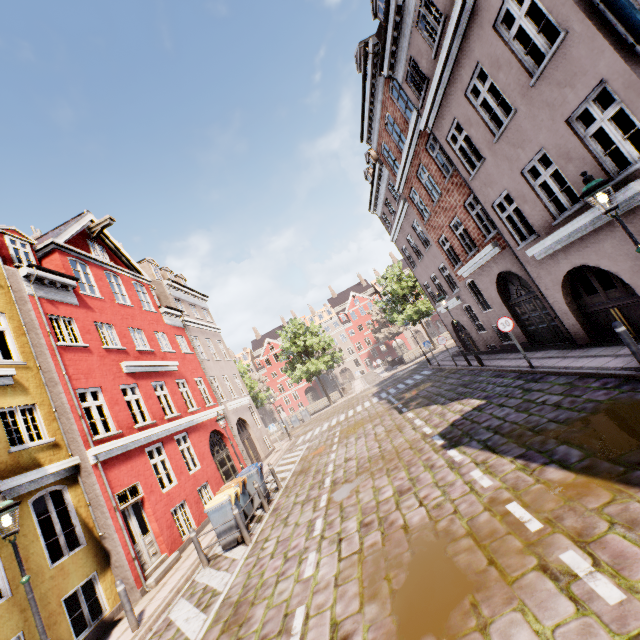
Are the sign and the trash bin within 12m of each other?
yes

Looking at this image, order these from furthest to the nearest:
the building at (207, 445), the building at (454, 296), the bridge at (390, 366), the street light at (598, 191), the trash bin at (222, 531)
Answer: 1. the bridge at (390, 366)
2. the trash bin at (222, 531)
3. the building at (207, 445)
4. the building at (454, 296)
5. the street light at (598, 191)

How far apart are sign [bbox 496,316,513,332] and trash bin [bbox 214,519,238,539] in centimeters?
996cm

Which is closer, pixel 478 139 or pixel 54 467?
pixel 54 467

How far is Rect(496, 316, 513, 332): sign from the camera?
10.80m

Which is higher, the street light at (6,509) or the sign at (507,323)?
the street light at (6,509)

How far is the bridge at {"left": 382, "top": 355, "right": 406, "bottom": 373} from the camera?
36.1 meters

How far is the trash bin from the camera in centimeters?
933cm
